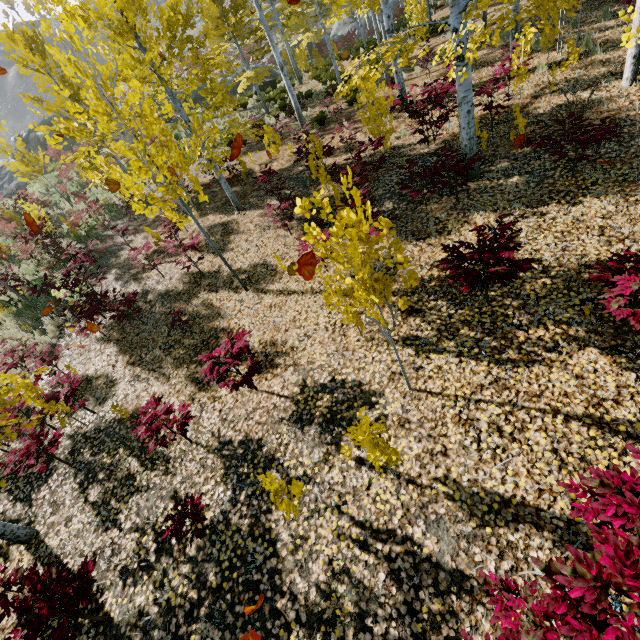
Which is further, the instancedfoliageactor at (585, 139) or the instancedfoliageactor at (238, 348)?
the instancedfoliageactor at (585, 139)

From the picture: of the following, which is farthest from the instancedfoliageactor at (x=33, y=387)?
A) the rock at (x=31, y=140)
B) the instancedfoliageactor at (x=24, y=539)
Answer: the rock at (x=31, y=140)

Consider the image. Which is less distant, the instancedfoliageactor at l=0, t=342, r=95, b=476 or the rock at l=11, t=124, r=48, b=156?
the instancedfoliageactor at l=0, t=342, r=95, b=476

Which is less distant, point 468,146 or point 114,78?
point 114,78

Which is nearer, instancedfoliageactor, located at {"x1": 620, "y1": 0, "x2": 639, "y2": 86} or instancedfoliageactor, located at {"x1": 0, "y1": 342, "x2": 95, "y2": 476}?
instancedfoliageactor, located at {"x1": 620, "y1": 0, "x2": 639, "y2": 86}

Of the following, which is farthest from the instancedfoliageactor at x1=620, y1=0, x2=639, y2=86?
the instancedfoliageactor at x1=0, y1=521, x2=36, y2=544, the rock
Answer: the rock

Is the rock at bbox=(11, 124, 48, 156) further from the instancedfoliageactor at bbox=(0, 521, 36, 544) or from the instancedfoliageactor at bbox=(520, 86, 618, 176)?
the instancedfoliageactor at bbox=(0, 521, 36, 544)

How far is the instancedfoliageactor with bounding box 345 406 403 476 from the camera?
2.9m
